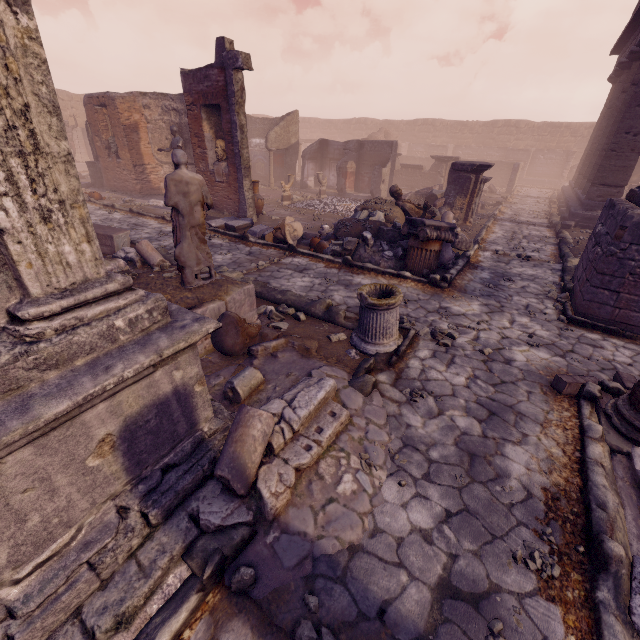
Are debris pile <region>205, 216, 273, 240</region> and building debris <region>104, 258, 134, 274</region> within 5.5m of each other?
yes

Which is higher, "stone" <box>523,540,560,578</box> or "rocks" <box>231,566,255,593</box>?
"rocks" <box>231,566,255,593</box>

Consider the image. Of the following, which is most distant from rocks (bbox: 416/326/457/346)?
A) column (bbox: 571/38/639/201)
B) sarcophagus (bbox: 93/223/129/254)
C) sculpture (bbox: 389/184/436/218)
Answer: column (bbox: 571/38/639/201)

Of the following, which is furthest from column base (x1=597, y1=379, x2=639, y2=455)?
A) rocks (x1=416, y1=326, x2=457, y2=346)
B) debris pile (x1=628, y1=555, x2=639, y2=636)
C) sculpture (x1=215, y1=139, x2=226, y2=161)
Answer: sculpture (x1=215, y1=139, x2=226, y2=161)

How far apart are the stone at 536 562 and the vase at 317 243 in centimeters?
743cm

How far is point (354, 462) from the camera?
3.08m

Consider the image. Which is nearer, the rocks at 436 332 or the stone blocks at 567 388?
the stone blocks at 567 388

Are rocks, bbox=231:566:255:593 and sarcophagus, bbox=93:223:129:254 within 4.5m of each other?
no
